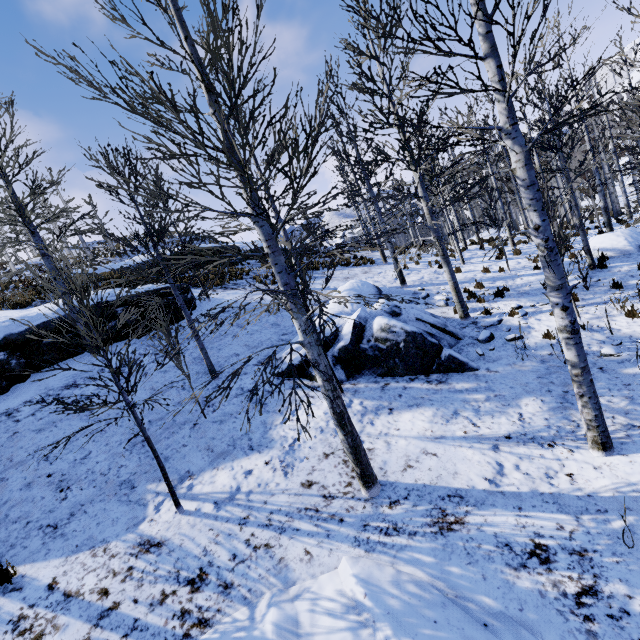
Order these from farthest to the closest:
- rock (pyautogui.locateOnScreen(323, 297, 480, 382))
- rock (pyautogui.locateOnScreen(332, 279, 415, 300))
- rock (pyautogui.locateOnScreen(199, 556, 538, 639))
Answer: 1. rock (pyautogui.locateOnScreen(332, 279, 415, 300))
2. rock (pyautogui.locateOnScreen(323, 297, 480, 382))
3. rock (pyautogui.locateOnScreen(199, 556, 538, 639))

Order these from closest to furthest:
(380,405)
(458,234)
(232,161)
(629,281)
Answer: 1. (232,161)
2. (380,405)
3. (629,281)
4. (458,234)

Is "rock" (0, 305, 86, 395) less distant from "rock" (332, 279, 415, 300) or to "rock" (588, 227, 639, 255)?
"rock" (332, 279, 415, 300)

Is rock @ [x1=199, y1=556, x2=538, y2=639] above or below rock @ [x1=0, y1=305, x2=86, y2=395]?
below

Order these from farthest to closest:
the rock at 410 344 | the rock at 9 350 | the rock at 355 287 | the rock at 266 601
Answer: the rock at 355 287 < the rock at 9 350 < the rock at 410 344 < the rock at 266 601

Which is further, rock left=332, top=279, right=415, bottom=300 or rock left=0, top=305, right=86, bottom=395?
rock left=332, top=279, right=415, bottom=300

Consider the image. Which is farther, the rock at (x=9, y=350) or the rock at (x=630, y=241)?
the rock at (x=630, y=241)

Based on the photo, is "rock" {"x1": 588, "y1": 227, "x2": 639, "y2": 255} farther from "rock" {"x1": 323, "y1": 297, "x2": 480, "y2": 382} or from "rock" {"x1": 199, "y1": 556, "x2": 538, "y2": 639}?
"rock" {"x1": 199, "y1": 556, "x2": 538, "y2": 639}
